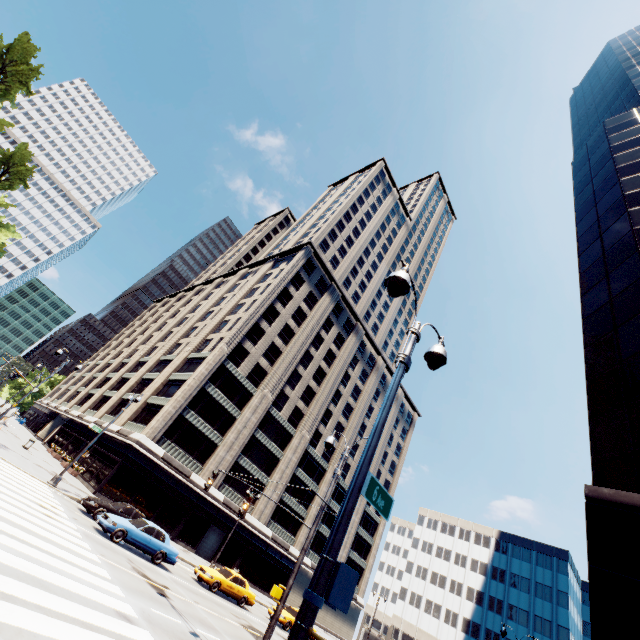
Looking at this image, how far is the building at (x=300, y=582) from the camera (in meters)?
45.06

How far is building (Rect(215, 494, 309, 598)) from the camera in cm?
3966

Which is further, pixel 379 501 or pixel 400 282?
pixel 400 282

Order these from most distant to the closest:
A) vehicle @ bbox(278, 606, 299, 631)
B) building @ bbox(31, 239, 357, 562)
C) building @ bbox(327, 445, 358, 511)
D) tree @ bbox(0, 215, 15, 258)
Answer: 1. tree @ bbox(0, 215, 15, 258)
2. building @ bbox(327, 445, 358, 511)
3. building @ bbox(31, 239, 357, 562)
4. vehicle @ bbox(278, 606, 299, 631)

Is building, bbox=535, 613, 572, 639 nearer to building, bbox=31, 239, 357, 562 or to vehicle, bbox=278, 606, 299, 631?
building, bbox=31, 239, 357, 562

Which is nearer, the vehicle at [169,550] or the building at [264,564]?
the vehicle at [169,550]

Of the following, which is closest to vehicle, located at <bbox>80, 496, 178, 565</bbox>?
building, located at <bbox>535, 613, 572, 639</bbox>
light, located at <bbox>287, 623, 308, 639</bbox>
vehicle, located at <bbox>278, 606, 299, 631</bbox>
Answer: vehicle, located at <bbox>278, 606, 299, 631</bbox>

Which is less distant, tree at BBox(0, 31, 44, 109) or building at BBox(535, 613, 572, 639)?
tree at BBox(0, 31, 44, 109)
